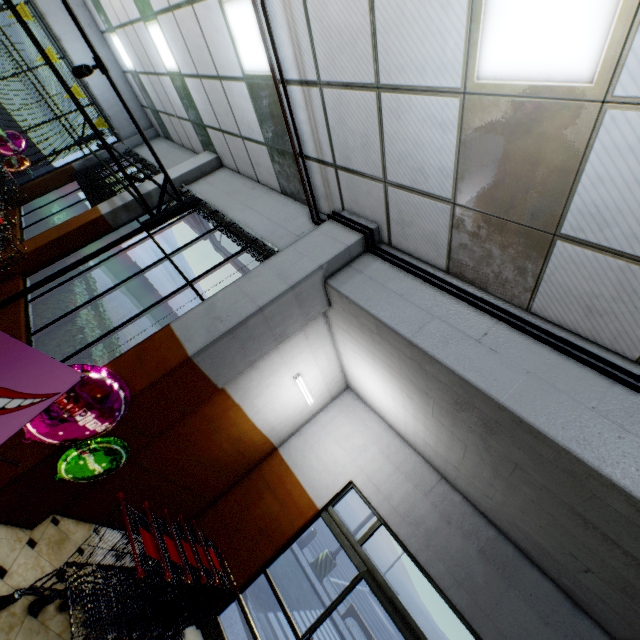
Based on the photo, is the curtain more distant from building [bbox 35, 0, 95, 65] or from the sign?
the sign

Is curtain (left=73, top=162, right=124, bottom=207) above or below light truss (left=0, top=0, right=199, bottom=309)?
below

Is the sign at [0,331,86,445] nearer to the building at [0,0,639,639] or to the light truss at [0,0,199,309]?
the building at [0,0,639,639]

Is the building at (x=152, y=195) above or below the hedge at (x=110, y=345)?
above

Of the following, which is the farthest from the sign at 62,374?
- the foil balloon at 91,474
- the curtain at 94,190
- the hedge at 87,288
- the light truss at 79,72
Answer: the curtain at 94,190

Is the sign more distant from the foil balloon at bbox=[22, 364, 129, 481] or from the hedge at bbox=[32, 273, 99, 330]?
the hedge at bbox=[32, 273, 99, 330]

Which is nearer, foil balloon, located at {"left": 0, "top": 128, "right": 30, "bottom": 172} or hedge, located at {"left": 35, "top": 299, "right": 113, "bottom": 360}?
hedge, located at {"left": 35, "top": 299, "right": 113, "bottom": 360}

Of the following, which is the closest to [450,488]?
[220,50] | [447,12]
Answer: [447,12]
